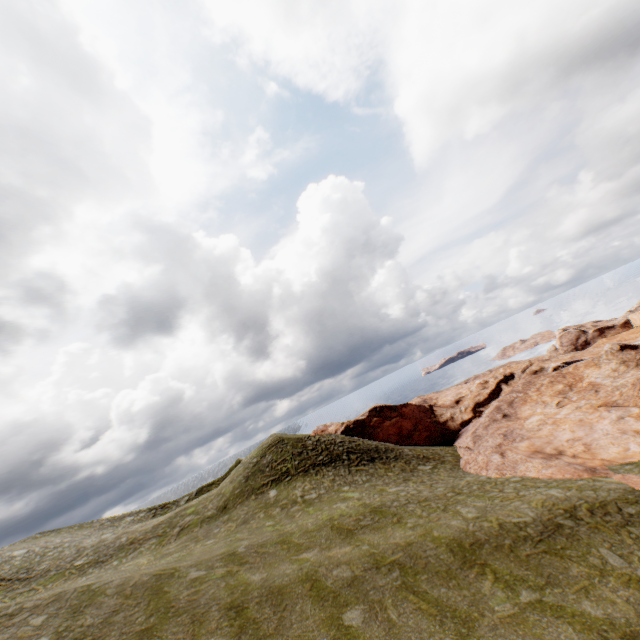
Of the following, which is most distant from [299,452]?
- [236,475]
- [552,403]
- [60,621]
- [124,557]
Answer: [552,403]
